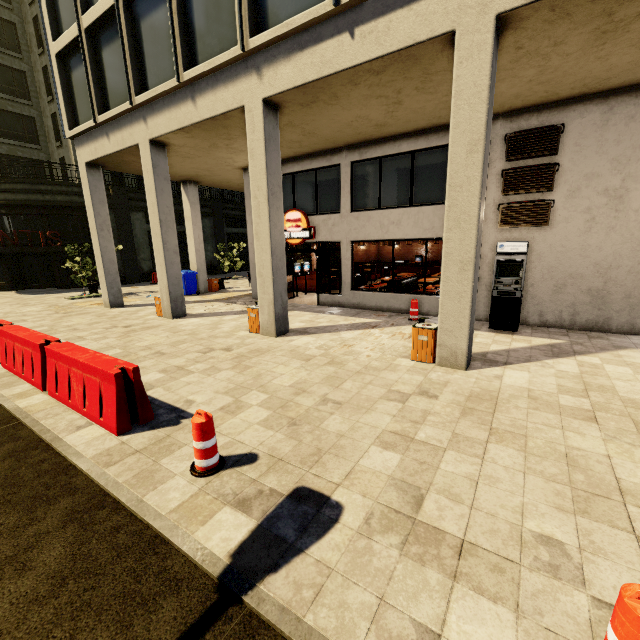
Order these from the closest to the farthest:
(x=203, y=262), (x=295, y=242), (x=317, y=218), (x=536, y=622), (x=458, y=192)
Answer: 1. (x=536, y=622)
2. (x=458, y=192)
3. (x=317, y=218)
4. (x=295, y=242)
5. (x=203, y=262)

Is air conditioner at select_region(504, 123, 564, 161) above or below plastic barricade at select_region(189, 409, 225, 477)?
above

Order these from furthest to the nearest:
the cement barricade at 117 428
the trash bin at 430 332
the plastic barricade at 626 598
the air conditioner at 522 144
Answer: the air conditioner at 522 144
the trash bin at 430 332
the cement barricade at 117 428
the plastic barricade at 626 598

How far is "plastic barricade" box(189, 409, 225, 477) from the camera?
3.6 meters

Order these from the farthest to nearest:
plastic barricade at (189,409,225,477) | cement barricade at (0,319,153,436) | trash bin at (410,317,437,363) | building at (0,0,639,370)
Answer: trash bin at (410,317,437,363), building at (0,0,639,370), cement barricade at (0,319,153,436), plastic barricade at (189,409,225,477)

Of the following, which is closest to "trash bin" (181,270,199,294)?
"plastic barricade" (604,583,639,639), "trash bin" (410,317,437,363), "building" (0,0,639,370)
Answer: "building" (0,0,639,370)

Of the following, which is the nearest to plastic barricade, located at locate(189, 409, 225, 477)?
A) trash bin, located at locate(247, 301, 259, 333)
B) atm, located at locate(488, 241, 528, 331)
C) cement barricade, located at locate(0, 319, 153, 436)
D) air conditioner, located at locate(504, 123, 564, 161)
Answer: cement barricade, located at locate(0, 319, 153, 436)

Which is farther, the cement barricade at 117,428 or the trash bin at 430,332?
the trash bin at 430,332
